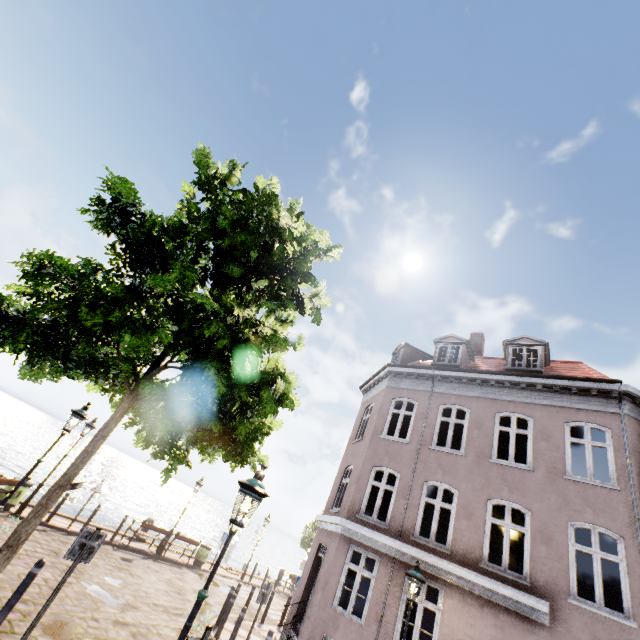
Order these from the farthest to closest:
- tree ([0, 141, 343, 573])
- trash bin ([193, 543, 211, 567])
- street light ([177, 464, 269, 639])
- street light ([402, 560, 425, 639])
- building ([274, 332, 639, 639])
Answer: trash bin ([193, 543, 211, 567])
building ([274, 332, 639, 639])
street light ([402, 560, 425, 639])
tree ([0, 141, 343, 573])
street light ([177, 464, 269, 639])

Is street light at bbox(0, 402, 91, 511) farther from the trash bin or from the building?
the trash bin

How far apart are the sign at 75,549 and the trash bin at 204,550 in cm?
1512

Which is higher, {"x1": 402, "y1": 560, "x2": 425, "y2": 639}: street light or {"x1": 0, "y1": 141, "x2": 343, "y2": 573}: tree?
{"x1": 0, "y1": 141, "x2": 343, "y2": 573}: tree

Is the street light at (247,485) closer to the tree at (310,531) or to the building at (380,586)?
the tree at (310,531)

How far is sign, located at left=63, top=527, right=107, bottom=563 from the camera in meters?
5.7

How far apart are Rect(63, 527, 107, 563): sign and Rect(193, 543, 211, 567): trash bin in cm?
1512

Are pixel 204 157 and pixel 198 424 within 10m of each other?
yes
